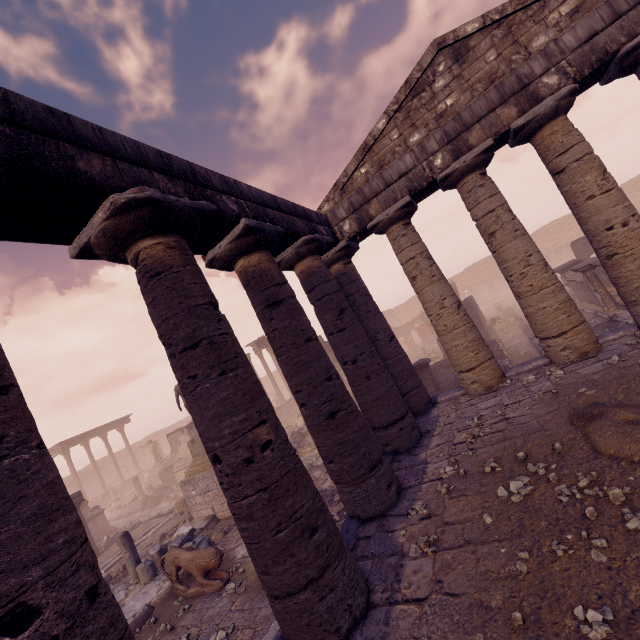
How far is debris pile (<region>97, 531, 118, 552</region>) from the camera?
15.3 meters

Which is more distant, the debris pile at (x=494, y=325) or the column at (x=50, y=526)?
the debris pile at (x=494, y=325)

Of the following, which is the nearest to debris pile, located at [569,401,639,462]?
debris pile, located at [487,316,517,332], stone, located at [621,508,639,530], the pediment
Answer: stone, located at [621,508,639,530]

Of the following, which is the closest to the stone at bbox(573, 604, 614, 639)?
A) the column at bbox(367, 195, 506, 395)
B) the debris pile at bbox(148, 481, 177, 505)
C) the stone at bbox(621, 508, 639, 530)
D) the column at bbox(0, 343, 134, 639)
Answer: the stone at bbox(621, 508, 639, 530)

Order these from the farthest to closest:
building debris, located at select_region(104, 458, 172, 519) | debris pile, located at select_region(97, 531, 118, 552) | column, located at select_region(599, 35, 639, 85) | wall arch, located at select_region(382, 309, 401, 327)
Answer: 1. wall arch, located at select_region(382, 309, 401, 327)
2. building debris, located at select_region(104, 458, 172, 519)
3. debris pile, located at select_region(97, 531, 118, 552)
4. column, located at select_region(599, 35, 639, 85)

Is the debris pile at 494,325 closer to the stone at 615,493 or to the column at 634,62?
the column at 634,62

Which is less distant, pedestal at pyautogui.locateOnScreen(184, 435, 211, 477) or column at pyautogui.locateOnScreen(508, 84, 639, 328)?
column at pyautogui.locateOnScreen(508, 84, 639, 328)

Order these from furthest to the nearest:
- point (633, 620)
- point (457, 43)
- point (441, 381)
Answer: point (441, 381) → point (457, 43) → point (633, 620)
